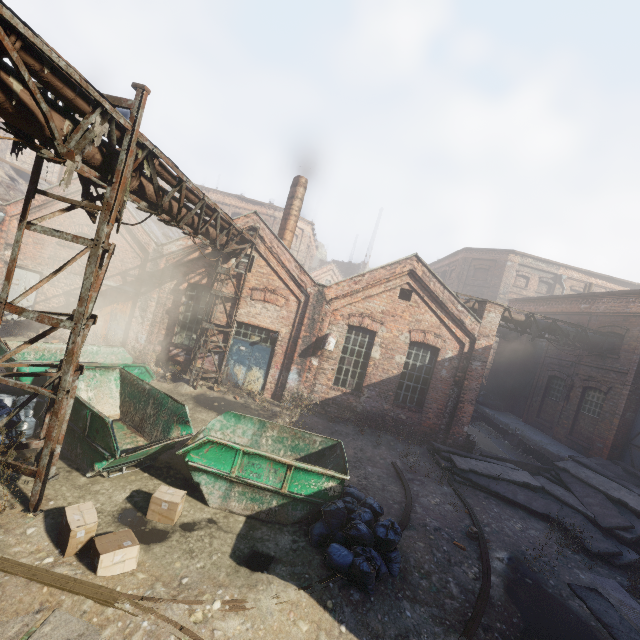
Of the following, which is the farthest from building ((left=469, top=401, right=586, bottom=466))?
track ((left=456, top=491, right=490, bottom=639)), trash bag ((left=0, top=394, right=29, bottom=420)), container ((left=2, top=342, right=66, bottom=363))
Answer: trash bag ((left=0, top=394, right=29, bottom=420))

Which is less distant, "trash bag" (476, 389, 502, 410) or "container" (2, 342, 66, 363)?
"container" (2, 342, 66, 363)

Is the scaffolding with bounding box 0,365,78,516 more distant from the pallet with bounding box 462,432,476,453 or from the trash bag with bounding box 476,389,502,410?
the trash bag with bounding box 476,389,502,410

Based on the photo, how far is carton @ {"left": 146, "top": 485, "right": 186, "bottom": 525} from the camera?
5.8 meters

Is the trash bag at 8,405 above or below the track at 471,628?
above

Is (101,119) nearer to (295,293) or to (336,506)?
(336,506)

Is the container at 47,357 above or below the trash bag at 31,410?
above

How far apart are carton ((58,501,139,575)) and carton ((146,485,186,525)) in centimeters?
67cm
